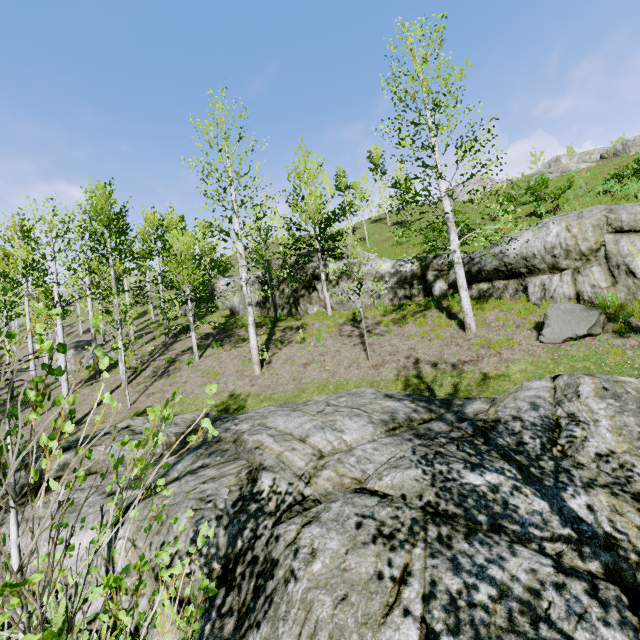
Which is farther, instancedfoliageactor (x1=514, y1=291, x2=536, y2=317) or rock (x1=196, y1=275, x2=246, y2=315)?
rock (x1=196, y1=275, x2=246, y2=315)

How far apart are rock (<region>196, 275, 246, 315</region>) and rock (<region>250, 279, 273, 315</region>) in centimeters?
283cm

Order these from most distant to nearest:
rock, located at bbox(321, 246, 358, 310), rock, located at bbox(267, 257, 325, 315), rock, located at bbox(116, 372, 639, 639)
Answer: rock, located at bbox(267, 257, 325, 315)
rock, located at bbox(321, 246, 358, 310)
rock, located at bbox(116, 372, 639, 639)

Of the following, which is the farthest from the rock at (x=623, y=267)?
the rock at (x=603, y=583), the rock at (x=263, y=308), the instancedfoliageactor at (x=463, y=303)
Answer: the instancedfoliageactor at (x=463, y=303)

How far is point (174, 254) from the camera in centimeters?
2316cm

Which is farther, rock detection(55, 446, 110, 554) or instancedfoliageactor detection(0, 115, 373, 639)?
rock detection(55, 446, 110, 554)

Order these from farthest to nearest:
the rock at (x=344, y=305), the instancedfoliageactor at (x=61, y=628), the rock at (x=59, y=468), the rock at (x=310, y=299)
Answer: the rock at (x=310, y=299)
the rock at (x=344, y=305)
the rock at (x=59, y=468)
the instancedfoliageactor at (x=61, y=628)

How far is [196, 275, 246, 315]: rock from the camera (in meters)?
21.72
